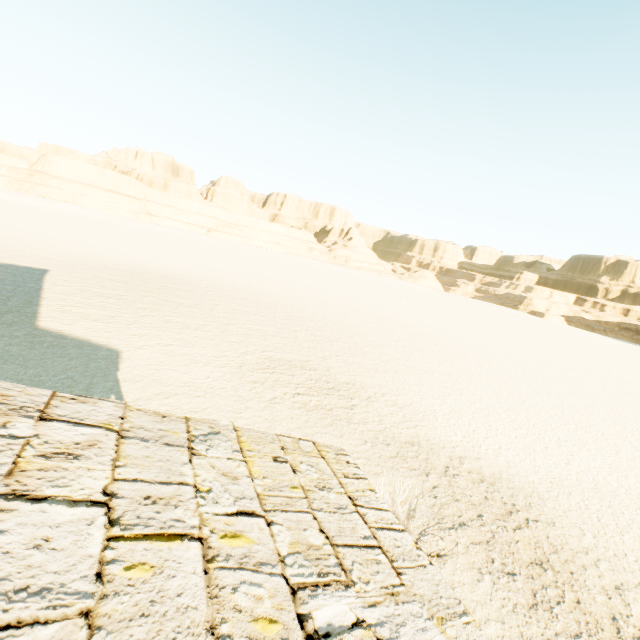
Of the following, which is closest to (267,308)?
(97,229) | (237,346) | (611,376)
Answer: (237,346)
